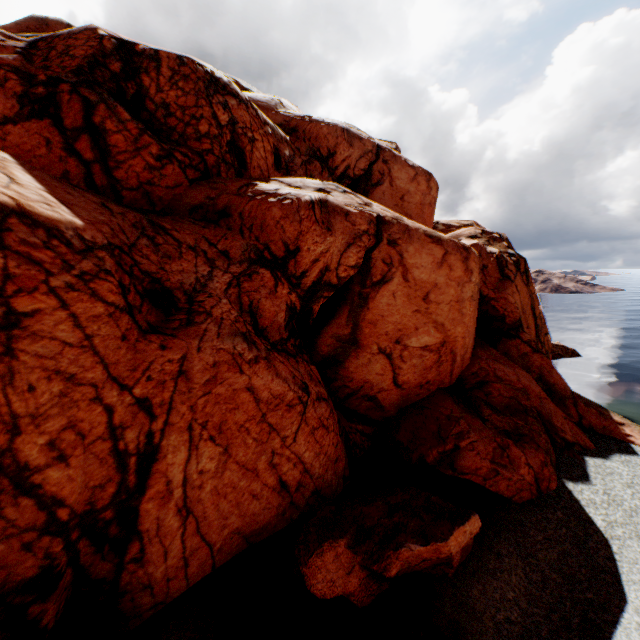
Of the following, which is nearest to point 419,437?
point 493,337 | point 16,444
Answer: point 493,337
